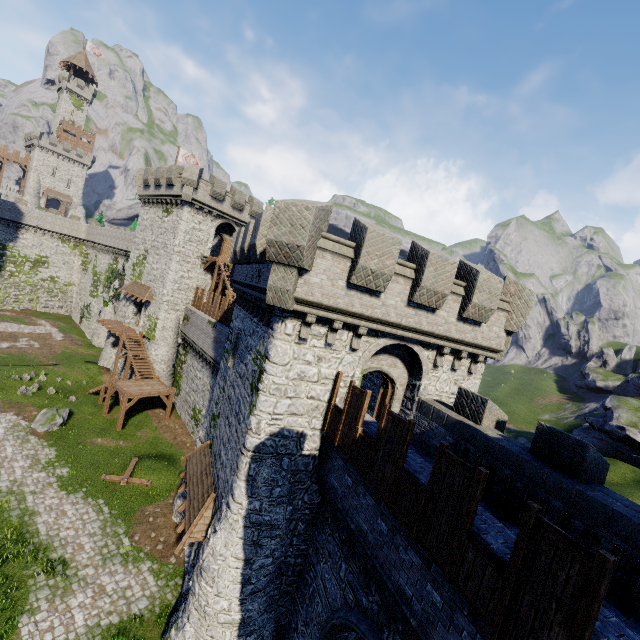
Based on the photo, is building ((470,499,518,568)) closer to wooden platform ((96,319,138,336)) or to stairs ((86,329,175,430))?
stairs ((86,329,175,430))

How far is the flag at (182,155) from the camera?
36.7 meters

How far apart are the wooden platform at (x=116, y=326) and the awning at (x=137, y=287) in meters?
3.1 m

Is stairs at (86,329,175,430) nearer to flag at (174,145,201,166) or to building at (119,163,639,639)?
building at (119,163,639,639)

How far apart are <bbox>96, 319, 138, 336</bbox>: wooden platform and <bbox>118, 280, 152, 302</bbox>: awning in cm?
309

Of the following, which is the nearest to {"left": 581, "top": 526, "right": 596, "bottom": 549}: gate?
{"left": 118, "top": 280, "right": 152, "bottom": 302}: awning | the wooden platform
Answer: {"left": 118, "top": 280, "right": 152, "bottom": 302}: awning

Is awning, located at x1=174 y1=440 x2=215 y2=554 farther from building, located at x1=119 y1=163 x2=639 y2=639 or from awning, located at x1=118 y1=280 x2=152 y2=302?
awning, located at x1=118 y1=280 x2=152 y2=302

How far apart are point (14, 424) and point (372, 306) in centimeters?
2844cm
